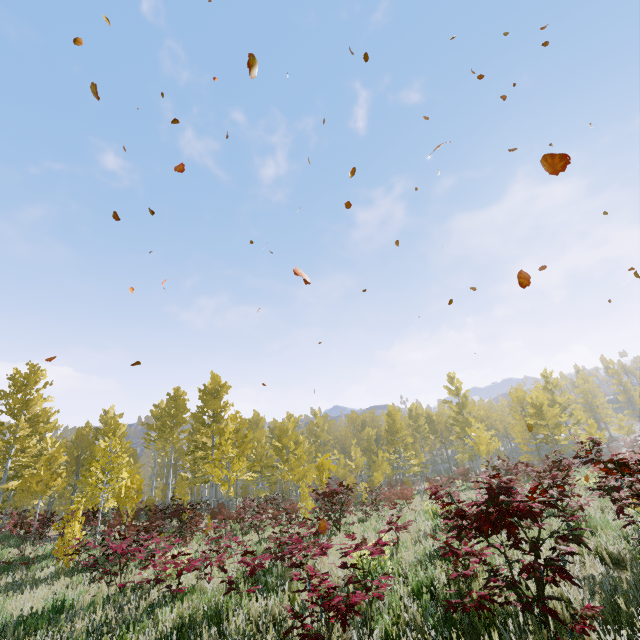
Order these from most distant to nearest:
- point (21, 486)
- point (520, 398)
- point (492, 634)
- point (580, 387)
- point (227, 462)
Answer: point (580, 387) → point (520, 398) → point (21, 486) → point (227, 462) → point (492, 634)
